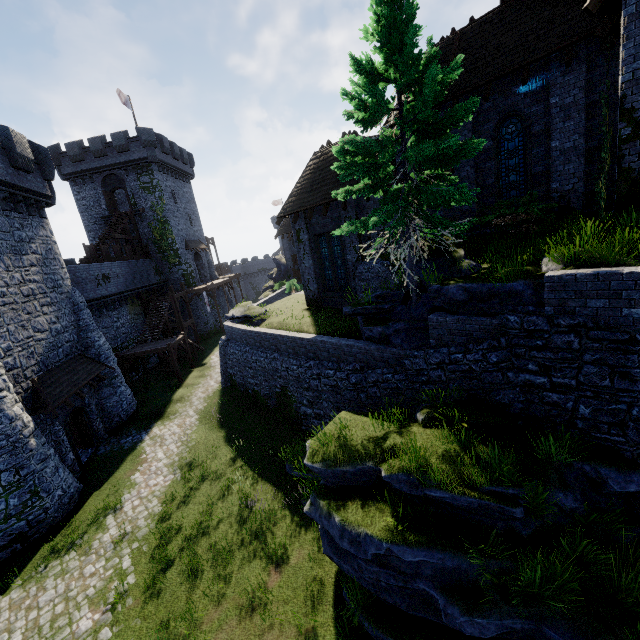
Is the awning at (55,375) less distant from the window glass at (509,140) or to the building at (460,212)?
the building at (460,212)

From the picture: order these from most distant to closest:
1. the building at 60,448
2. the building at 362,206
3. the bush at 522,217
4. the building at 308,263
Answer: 1. the building at 308,263
2. the building at 362,206
3. the building at 60,448
4. the bush at 522,217

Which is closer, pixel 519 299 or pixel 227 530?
pixel 519 299

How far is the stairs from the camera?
24.06m

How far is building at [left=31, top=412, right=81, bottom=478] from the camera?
14.6m

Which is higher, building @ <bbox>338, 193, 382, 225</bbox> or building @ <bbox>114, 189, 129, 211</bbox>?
building @ <bbox>114, 189, 129, 211</bbox>

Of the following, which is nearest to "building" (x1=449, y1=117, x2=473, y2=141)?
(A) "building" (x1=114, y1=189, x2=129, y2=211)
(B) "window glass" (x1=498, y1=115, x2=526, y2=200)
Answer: (B) "window glass" (x1=498, y1=115, x2=526, y2=200)

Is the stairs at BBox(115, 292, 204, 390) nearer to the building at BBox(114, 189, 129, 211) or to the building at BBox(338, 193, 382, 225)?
the building at BBox(114, 189, 129, 211)
